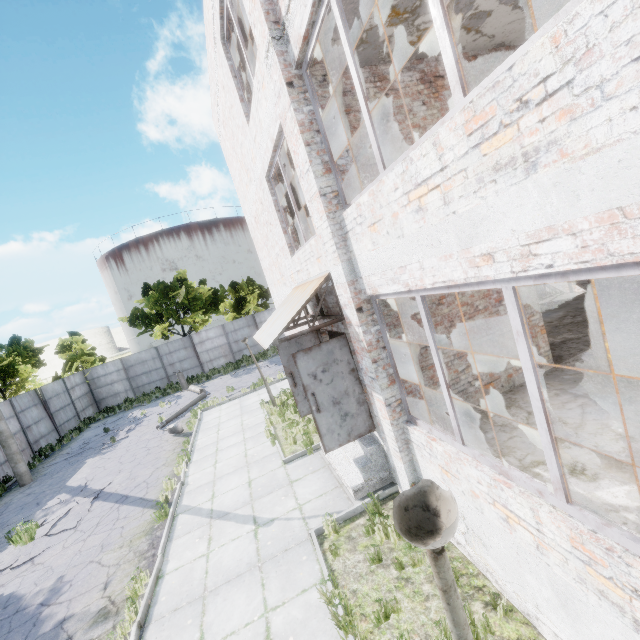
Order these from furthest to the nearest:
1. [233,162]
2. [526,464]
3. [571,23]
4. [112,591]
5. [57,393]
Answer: [57,393]
[233,162]
[112,591]
[526,464]
[571,23]

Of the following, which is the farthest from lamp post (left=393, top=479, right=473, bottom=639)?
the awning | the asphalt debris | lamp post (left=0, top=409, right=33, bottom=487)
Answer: lamp post (left=0, top=409, right=33, bottom=487)

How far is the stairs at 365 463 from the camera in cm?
671

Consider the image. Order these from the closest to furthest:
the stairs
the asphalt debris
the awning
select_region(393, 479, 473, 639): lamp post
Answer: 1. select_region(393, 479, 473, 639): lamp post
2. the awning
3. the stairs
4. the asphalt debris

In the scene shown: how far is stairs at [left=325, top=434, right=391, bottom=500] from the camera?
6.7 meters

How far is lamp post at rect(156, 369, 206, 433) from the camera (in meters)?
14.26

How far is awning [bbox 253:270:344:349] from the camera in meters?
5.8 m

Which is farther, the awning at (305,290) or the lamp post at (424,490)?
the awning at (305,290)
